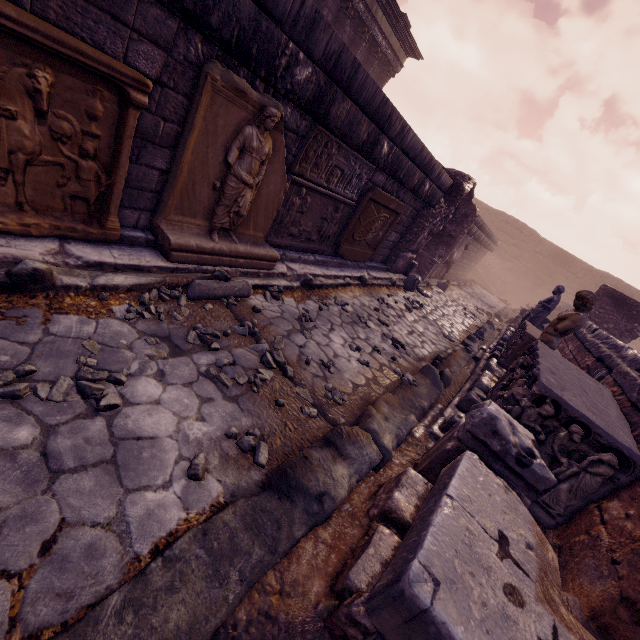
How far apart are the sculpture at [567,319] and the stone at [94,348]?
5.2m

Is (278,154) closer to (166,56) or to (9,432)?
(166,56)

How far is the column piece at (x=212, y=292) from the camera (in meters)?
3.49

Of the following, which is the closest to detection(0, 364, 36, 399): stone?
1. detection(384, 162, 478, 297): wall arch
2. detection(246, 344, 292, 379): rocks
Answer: detection(246, 344, 292, 379): rocks

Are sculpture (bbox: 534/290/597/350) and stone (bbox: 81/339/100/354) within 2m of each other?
no

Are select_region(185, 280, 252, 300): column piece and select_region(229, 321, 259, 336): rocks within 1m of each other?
yes

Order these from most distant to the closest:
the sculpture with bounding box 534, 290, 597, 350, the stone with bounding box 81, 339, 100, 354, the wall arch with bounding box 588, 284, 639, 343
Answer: the wall arch with bounding box 588, 284, 639, 343 → the sculpture with bounding box 534, 290, 597, 350 → the stone with bounding box 81, 339, 100, 354

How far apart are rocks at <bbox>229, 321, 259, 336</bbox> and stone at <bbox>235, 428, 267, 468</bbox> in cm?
126
